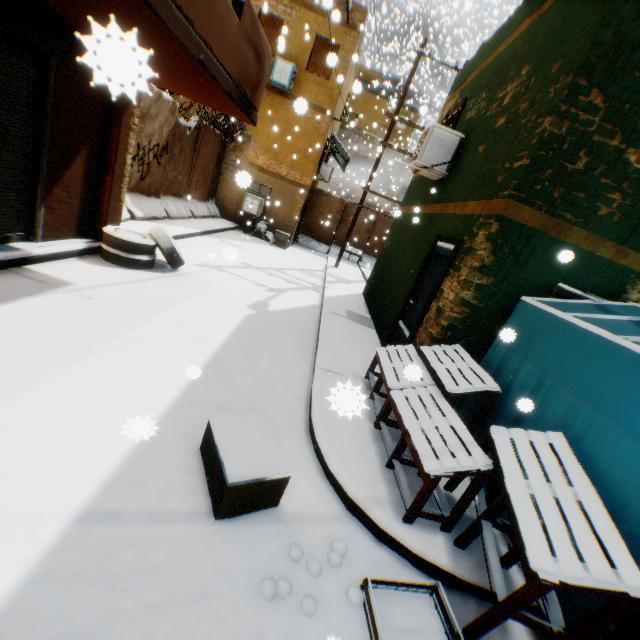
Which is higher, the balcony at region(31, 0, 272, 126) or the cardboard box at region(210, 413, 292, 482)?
the balcony at region(31, 0, 272, 126)

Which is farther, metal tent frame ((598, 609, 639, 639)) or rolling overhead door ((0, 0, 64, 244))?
rolling overhead door ((0, 0, 64, 244))

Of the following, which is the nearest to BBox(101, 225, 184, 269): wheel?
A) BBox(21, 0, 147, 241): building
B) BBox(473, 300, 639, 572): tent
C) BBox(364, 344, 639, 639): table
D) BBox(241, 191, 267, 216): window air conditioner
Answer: BBox(21, 0, 147, 241): building

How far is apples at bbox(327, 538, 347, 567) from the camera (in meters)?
2.44

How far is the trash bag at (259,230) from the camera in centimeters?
1541cm

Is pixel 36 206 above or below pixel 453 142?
below

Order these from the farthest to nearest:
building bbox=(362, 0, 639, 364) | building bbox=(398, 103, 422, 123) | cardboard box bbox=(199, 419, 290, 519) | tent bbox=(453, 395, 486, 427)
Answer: building bbox=(398, 103, 422, 123) < tent bbox=(453, 395, 486, 427) < building bbox=(362, 0, 639, 364) < cardboard box bbox=(199, 419, 290, 519)

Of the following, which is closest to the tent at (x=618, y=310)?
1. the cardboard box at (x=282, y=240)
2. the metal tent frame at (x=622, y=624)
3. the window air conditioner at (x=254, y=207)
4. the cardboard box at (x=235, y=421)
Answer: the metal tent frame at (x=622, y=624)
